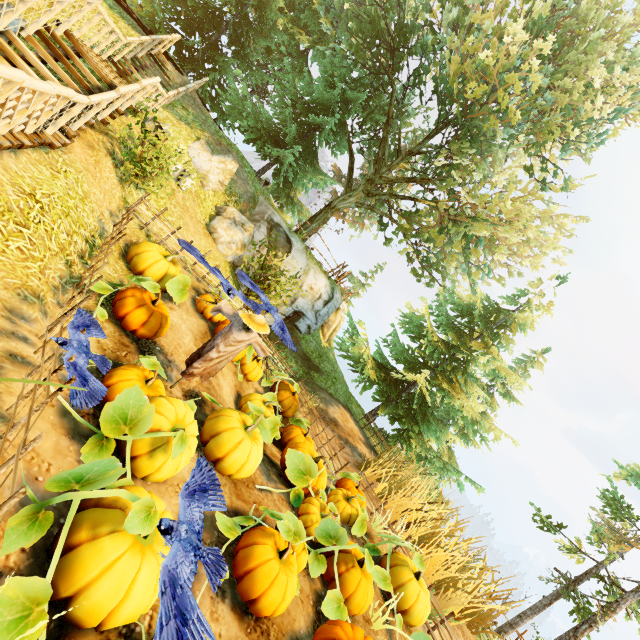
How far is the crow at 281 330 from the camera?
5.0m

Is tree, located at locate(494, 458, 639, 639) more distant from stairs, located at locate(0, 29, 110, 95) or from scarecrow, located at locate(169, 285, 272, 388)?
stairs, located at locate(0, 29, 110, 95)

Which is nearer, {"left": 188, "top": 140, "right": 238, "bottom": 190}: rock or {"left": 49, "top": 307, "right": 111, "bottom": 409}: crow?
{"left": 49, "top": 307, "right": 111, "bottom": 409}: crow

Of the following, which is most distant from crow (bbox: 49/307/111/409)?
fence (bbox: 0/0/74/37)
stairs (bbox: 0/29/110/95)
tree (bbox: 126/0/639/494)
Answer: tree (bbox: 126/0/639/494)

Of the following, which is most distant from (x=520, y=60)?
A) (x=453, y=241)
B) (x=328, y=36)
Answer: (x=328, y=36)

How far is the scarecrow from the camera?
5.4 meters

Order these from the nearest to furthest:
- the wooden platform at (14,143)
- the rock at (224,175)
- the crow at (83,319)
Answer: the crow at (83,319) < the wooden platform at (14,143) < the rock at (224,175)

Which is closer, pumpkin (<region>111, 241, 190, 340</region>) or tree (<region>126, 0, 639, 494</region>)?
pumpkin (<region>111, 241, 190, 340</region>)
